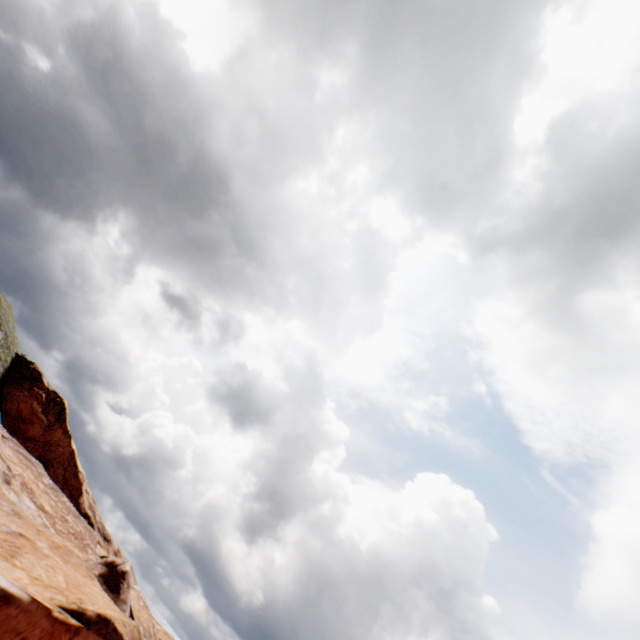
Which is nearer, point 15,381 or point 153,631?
point 153,631
